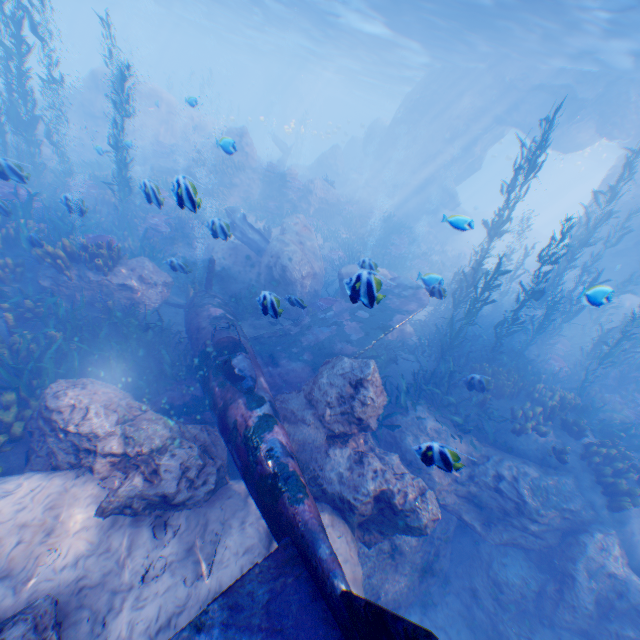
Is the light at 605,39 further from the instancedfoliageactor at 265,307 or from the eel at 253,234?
the eel at 253,234

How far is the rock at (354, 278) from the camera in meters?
4.5 m

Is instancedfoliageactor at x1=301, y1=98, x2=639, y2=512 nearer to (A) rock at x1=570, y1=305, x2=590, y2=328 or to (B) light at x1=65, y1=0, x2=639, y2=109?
(A) rock at x1=570, y1=305, x2=590, y2=328

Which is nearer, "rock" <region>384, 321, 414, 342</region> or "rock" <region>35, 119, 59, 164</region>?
"rock" <region>384, 321, 414, 342</region>

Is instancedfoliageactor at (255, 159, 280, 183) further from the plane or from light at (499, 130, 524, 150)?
light at (499, 130, 524, 150)

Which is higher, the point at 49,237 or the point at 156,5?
the point at 156,5

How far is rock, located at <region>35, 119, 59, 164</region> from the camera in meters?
17.8
